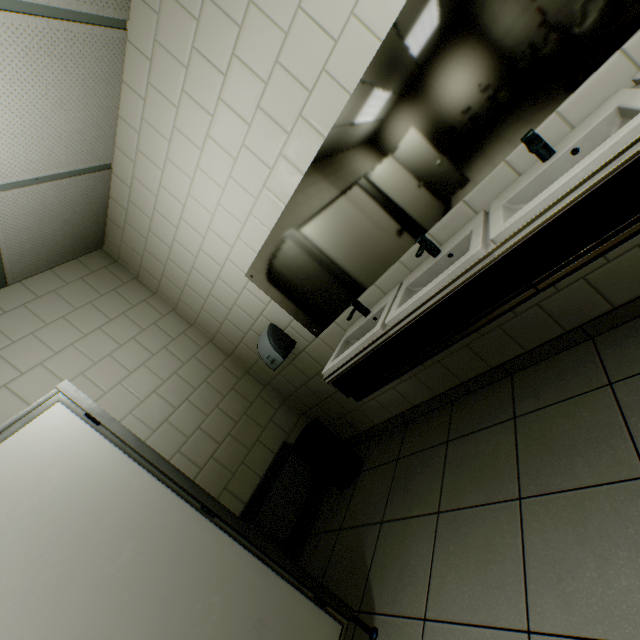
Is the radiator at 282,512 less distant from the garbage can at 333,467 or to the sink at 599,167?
the garbage can at 333,467

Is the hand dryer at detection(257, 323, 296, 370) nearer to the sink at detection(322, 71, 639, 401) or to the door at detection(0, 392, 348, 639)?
the sink at detection(322, 71, 639, 401)

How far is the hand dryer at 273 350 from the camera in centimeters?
273cm

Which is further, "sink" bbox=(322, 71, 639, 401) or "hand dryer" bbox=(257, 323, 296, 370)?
"hand dryer" bbox=(257, 323, 296, 370)

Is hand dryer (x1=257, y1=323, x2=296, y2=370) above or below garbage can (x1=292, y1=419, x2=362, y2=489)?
above

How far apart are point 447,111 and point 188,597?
2.47m

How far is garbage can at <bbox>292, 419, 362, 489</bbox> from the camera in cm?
283

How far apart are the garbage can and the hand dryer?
0.65m
